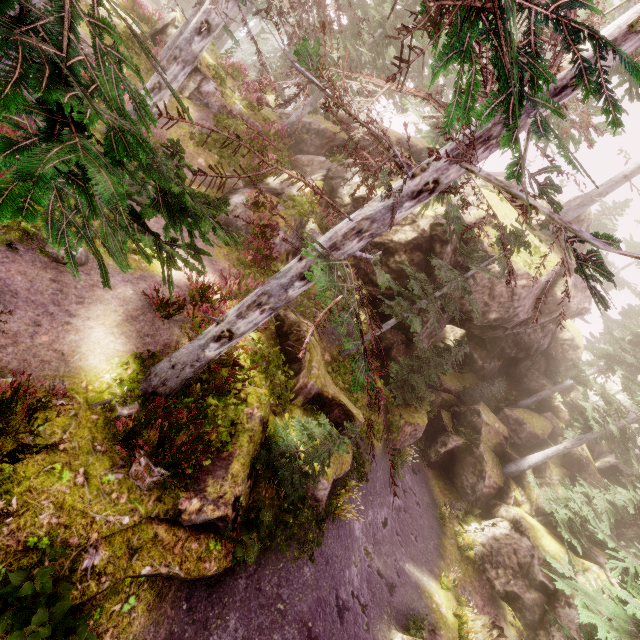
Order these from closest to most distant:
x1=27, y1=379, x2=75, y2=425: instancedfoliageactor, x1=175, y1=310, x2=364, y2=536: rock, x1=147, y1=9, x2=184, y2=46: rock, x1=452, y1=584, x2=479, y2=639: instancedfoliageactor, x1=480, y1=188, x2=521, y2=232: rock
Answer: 1. x1=27, y1=379, x2=75, y2=425: instancedfoliageactor
2. x1=175, y1=310, x2=364, y2=536: rock
3. x1=452, y1=584, x2=479, y2=639: instancedfoliageactor
4. x1=147, y1=9, x2=184, y2=46: rock
5. x1=480, y1=188, x2=521, y2=232: rock

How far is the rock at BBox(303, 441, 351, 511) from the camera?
9.23m

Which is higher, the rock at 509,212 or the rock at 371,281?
the rock at 509,212

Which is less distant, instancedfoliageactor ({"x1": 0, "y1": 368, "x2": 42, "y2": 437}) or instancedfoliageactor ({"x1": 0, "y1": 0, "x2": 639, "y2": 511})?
instancedfoliageactor ({"x1": 0, "y1": 0, "x2": 639, "y2": 511})

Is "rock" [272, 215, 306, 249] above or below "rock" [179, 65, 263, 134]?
above

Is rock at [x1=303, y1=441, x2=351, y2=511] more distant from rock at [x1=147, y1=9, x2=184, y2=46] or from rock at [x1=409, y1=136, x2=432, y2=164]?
rock at [x1=147, y1=9, x2=184, y2=46]

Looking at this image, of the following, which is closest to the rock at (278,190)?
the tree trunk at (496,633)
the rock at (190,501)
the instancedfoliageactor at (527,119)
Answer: the instancedfoliageactor at (527,119)

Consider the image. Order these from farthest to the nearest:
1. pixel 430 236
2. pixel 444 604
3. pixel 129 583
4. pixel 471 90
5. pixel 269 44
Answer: pixel 269 44 < pixel 430 236 < pixel 444 604 < pixel 129 583 < pixel 471 90
